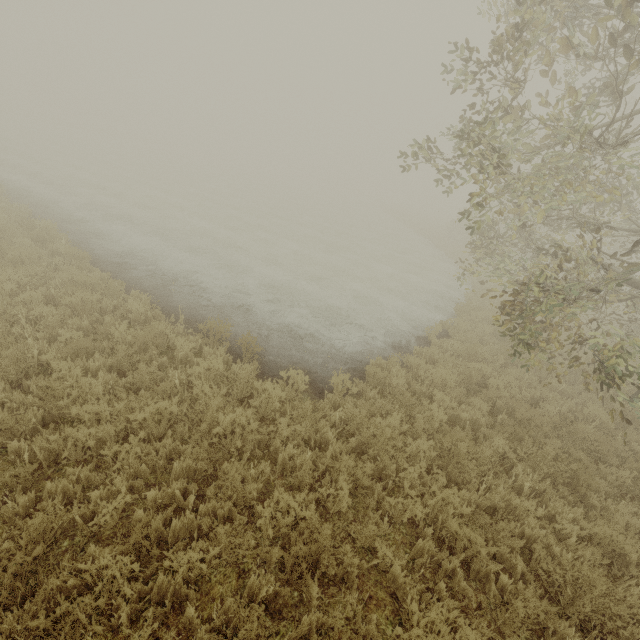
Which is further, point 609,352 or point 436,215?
point 436,215
